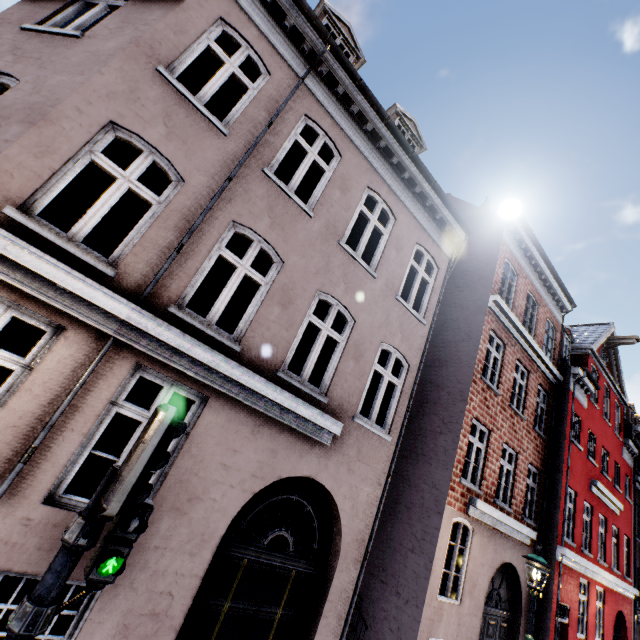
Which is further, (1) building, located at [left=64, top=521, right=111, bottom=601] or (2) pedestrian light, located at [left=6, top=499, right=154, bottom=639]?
(1) building, located at [left=64, top=521, right=111, bottom=601]

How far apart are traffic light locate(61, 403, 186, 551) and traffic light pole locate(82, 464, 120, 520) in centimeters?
4cm

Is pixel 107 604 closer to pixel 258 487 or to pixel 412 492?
pixel 258 487

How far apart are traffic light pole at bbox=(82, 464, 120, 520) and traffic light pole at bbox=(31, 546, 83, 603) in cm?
21

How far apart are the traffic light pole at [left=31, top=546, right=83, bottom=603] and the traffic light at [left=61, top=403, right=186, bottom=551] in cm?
3

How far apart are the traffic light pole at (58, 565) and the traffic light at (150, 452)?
0.0m

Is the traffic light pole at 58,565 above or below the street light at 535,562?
below

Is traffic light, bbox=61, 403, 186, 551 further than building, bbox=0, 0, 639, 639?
No
